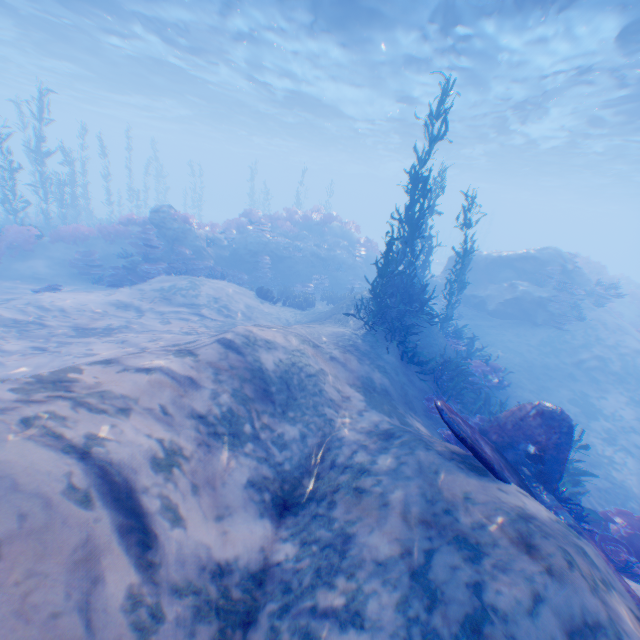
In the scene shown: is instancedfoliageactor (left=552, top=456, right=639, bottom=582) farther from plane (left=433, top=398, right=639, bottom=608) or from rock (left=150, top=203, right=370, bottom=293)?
rock (left=150, top=203, right=370, bottom=293)

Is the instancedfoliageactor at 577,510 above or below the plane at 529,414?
below

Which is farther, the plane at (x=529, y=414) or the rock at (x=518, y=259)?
the rock at (x=518, y=259)

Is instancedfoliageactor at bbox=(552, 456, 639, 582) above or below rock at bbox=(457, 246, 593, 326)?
below

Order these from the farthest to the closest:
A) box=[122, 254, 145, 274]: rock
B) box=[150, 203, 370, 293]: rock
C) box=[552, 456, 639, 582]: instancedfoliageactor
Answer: box=[150, 203, 370, 293]: rock
box=[122, 254, 145, 274]: rock
box=[552, 456, 639, 582]: instancedfoliageactor

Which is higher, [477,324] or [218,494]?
[218,494]

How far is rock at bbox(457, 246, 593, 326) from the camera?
16.1 meters

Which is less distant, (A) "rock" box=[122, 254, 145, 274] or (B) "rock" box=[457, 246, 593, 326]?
(A) "rock" box=[122, 254, 145, 274]
